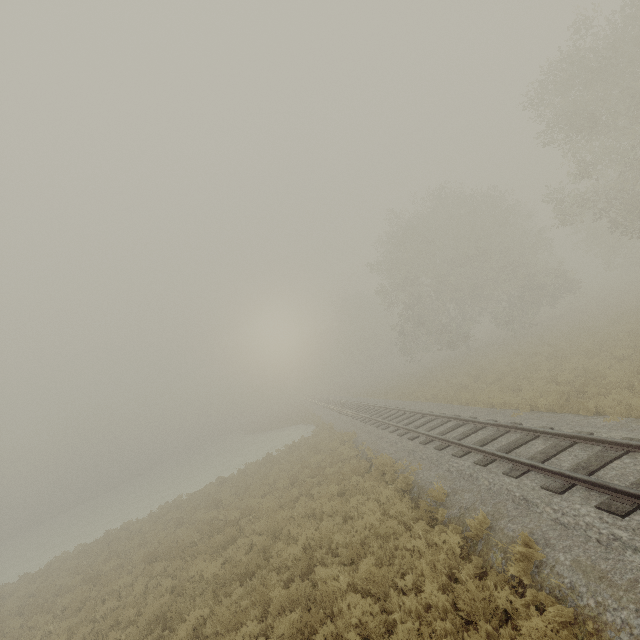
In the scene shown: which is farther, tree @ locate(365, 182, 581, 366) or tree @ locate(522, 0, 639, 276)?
tree @ locate(365, 182, 581, 366)

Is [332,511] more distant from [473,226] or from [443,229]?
[443,229]

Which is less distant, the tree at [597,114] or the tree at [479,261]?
the tree at [597,114]

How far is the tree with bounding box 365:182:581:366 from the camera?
30.3m

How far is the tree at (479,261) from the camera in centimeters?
3028cm
